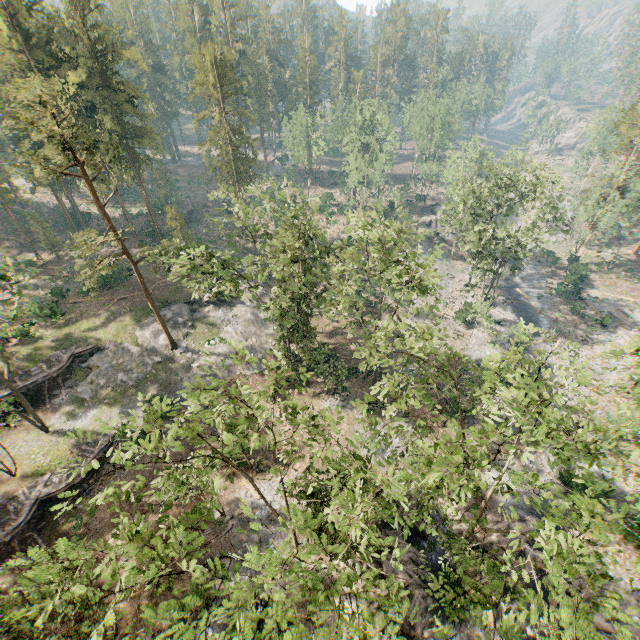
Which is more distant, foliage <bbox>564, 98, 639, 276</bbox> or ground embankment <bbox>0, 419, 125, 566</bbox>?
foliage <bbox>564, 98, 639, 276</bbox>

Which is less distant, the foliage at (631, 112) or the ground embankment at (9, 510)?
the ground embankment at (9, 510)

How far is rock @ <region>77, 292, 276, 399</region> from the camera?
33.6m

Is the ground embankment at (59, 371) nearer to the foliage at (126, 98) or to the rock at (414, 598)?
the foliage at (126, 98)

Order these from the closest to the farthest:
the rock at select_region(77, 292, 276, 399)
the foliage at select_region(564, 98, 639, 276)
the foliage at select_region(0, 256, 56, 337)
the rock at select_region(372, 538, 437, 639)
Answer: the rock at select_region(372, 538, 437, 639) → the foliage at select_region(0, 256, 56, 337) → the rock at select_region(77, 292, 276, 399) → the foliage at select_region(564, 98, 639, 276)

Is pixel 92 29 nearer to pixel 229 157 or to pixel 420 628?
pixel 229 157

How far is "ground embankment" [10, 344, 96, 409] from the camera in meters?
30.8

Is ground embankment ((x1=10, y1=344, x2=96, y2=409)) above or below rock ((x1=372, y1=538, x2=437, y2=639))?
above
